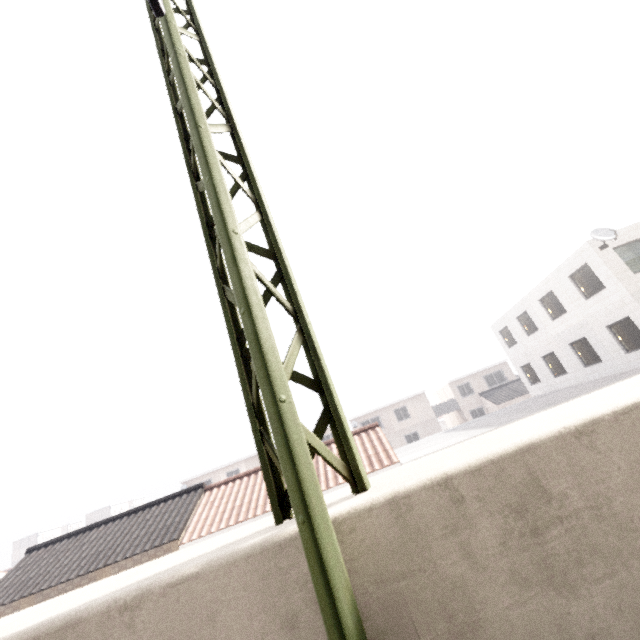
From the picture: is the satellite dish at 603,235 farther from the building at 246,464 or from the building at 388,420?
the building at 246,464

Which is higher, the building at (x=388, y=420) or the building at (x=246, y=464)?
the building at (x=246, y=464)

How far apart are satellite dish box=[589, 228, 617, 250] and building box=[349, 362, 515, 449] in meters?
25.9 m

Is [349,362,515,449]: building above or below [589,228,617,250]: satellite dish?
below

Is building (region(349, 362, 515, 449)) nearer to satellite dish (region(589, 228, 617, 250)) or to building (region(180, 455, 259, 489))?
building (region(180, 455, 259, 489))

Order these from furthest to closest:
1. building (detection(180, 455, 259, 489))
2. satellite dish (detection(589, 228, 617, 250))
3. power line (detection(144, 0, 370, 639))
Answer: building (detection(180, 455, 259, 489)), satellite dish (detection(589, 228, 617, 250)), power line (detection(144, 0, 370, 639))

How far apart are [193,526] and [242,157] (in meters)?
14.78
